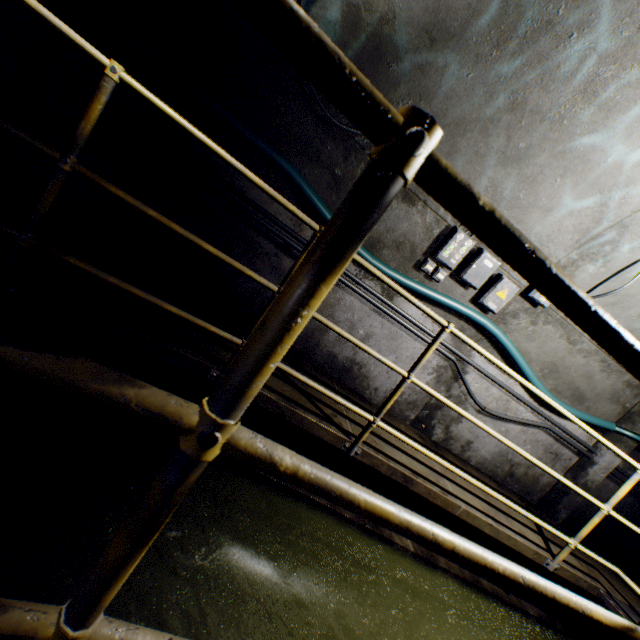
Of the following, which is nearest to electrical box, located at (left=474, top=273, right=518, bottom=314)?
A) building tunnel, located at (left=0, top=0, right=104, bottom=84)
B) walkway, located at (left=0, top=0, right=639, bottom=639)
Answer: building tunnel, located at (left=0, top=0, right=104, bottom=84)

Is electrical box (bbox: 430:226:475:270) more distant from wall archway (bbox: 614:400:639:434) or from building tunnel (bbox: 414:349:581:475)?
wall archway (bbox: 614:400:639:434)

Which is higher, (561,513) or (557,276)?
(557,276)

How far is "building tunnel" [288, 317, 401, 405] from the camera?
→ 3.85m

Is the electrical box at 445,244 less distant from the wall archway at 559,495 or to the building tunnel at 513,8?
the building tunnel at 513,8

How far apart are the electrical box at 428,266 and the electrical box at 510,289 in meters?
0.5 m

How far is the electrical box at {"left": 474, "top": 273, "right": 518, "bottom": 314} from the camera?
3.7m

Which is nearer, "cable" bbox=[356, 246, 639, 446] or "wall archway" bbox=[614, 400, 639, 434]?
"cable" bbox=[356, 246, 639, 446]
